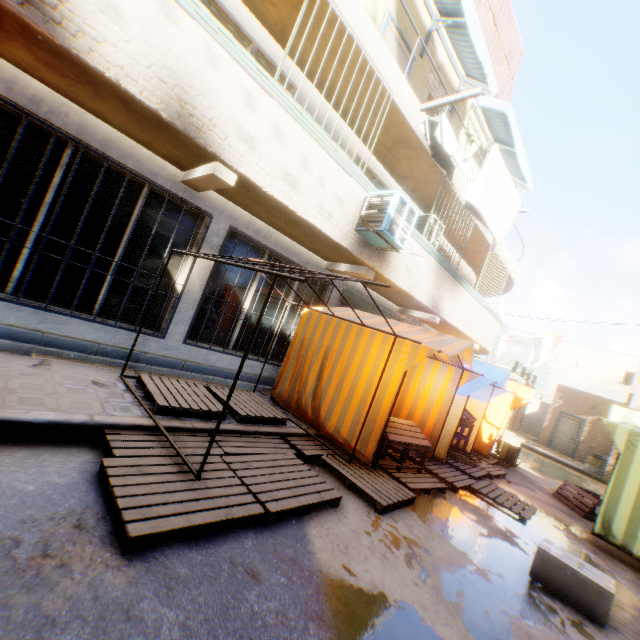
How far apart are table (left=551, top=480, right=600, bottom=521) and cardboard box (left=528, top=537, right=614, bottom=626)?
4.0m

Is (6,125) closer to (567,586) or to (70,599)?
(70,599)

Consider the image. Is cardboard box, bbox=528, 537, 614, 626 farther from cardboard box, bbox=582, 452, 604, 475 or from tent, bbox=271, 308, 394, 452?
cardboard box, bbox=582, 452, 604, 475

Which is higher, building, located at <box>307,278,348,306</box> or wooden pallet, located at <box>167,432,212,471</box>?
building, located at <box>307,278,348,306</box>

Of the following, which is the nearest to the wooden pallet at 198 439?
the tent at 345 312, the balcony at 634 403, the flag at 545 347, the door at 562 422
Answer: the tent at 345 312

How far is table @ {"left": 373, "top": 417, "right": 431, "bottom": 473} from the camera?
5.27m

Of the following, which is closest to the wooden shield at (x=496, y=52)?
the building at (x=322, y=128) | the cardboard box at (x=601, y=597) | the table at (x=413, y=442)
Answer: the building at (x=322, y=128)

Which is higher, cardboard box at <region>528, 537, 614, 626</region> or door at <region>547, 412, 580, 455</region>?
door at <region>547, 412, 580, 455</region>
